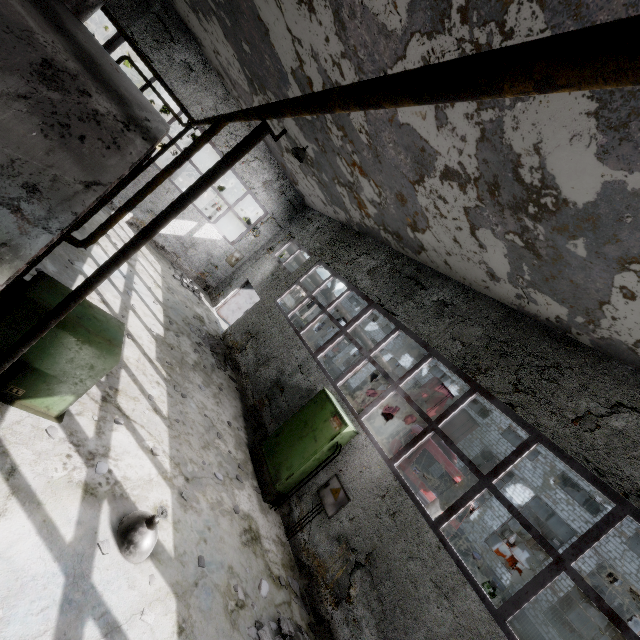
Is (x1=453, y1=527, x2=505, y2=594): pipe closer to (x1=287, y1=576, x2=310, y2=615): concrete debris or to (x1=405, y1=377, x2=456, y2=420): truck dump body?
(x1=405, y1=377, x2=456, y2=420): truck dump body

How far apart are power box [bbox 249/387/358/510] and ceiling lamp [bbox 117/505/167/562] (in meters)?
3.07

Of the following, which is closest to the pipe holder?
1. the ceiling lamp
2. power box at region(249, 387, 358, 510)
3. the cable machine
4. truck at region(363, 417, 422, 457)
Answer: the ceiling lamp

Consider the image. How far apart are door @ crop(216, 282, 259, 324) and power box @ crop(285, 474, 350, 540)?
10.3m

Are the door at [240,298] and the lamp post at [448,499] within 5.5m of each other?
no

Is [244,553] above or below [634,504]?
A: below

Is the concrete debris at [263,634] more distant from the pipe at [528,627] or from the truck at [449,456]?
the pipe at [528,627]

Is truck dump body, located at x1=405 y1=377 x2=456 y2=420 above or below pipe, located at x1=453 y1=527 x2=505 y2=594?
above
